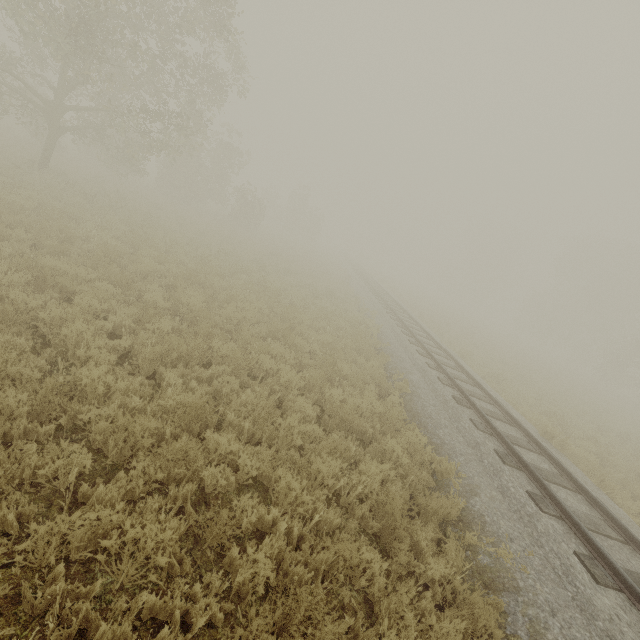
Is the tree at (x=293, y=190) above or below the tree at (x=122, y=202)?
above

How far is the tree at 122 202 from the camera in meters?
14.7 m

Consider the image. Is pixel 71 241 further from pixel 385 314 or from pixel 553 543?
pixel 385 314

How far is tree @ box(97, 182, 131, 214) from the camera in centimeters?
1475cm

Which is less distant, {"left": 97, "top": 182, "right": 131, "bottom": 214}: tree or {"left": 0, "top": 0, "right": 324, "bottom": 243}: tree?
{"left": 0, "top": 0, "right": 324, "bottom": 243}: tree

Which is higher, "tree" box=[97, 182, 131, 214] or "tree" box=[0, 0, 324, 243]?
"tree" box=[0, 0, 324, 243]
